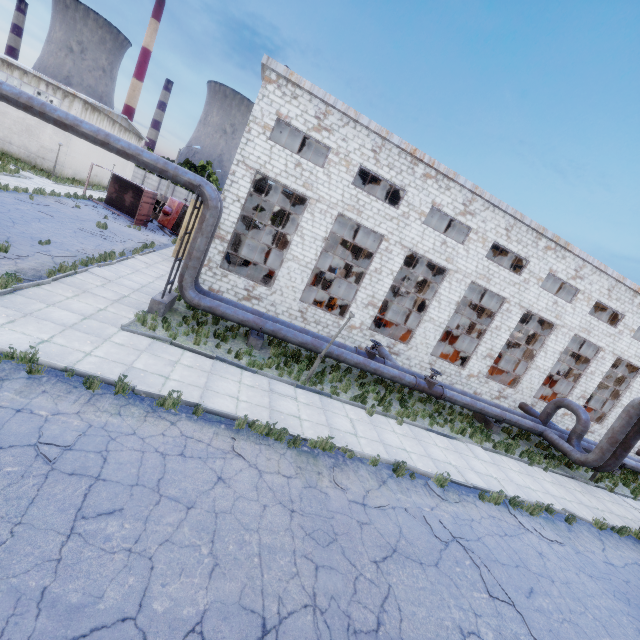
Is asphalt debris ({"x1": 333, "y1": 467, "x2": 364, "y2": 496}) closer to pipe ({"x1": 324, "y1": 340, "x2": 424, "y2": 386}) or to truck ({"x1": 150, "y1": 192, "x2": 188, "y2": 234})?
pipe ({"x1": 324, "y1": 340, "x2": 424, "y2": 386})

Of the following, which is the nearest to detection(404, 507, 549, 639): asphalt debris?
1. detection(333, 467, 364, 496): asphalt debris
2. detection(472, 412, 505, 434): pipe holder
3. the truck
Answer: detection(333, 467, 364, 496): asphalt debris

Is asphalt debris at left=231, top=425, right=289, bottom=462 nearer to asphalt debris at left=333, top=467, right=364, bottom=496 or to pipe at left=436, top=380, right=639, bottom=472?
asphalt debris at left=333, top=467, right=364, bottom=496

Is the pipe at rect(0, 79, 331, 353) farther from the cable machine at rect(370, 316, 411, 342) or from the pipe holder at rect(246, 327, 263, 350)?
the cable machine at rect(370, 316, 411, 342)

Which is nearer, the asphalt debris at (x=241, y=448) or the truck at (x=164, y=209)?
the asphalt debris at (x=241, y=448)

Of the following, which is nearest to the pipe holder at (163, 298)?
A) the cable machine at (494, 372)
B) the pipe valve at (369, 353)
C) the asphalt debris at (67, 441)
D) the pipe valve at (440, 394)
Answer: the asphalt debris at (67, 441)

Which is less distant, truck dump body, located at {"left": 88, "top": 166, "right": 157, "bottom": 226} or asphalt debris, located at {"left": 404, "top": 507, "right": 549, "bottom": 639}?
asphalt debris, located at {"left": 404, "top": 507, "right": 549, "bottom": 639}

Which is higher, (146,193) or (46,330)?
(146,193)
